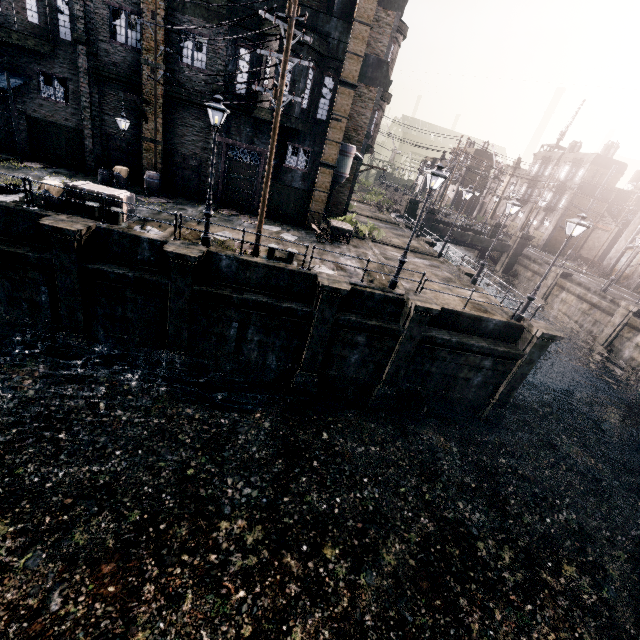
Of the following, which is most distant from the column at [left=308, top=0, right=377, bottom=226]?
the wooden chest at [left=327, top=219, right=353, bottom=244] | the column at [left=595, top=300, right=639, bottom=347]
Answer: the column at [left=595, top=300, right=639, bottom=347]

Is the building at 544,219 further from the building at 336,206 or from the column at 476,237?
the building at 336,206

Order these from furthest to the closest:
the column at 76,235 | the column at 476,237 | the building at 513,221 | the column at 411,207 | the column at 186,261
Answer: the building at 513,221
the column at 411,207
the column at 476,237
the column at 186,261
the column at 76,235

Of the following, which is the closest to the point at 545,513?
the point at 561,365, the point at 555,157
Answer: the point at 561,365

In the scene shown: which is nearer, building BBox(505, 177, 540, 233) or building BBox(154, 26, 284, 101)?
building BBox(154, 26, 284, 101)

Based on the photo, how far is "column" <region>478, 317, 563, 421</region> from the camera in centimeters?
1675cm

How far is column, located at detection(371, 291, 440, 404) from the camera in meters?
15.5 m

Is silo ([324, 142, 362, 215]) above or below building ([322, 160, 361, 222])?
above
